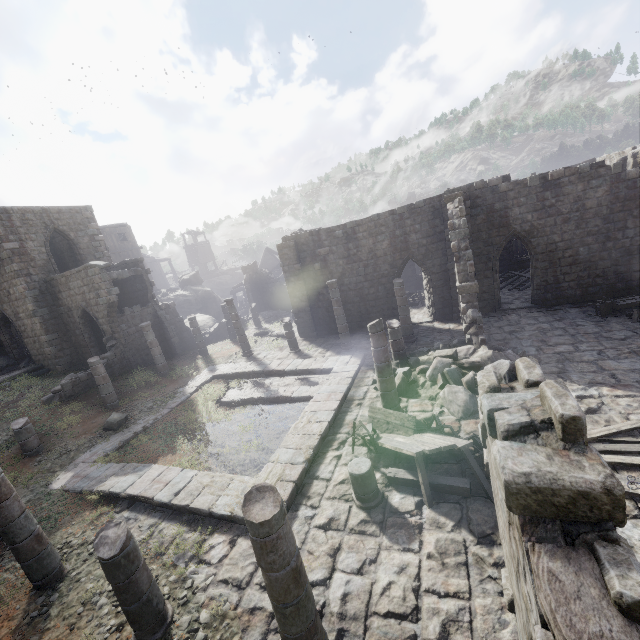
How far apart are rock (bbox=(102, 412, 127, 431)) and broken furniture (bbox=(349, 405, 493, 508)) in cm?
1085

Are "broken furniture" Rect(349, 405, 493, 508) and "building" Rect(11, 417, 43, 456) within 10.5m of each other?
no

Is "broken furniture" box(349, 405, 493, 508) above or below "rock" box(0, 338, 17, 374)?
below

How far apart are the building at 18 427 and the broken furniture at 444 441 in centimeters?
1295cm

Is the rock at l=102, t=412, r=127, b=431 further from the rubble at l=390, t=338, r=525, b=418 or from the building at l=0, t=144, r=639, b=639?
the rubble at l=390, t=338, r=525, b=418

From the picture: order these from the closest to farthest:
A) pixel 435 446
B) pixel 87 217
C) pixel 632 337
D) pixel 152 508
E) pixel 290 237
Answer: pixel 435 446, pixel 152 508, pixel 632 337, pixel 290 237, pixel 87 217

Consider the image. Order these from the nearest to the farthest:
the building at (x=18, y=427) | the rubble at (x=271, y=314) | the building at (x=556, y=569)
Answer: the building at (x=556, y=569) → the building at (x=18, y=427) → the rubble at (x=271, y=314)

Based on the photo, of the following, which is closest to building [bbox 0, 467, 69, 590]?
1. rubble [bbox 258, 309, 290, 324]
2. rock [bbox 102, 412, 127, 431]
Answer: rubble [bbox 258, 309, 290, 324]
